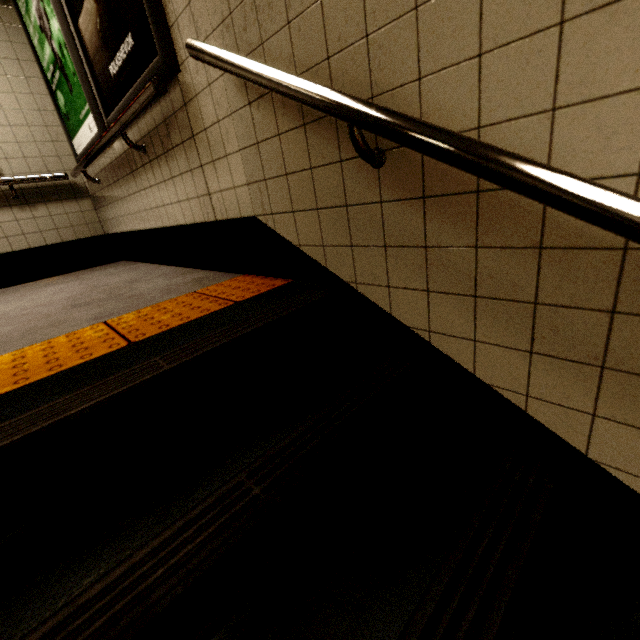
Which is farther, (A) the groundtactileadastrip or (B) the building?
(B) the building

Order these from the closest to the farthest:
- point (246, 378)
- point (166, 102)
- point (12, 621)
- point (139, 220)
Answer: point (12, 621) < point (246, 378) < point (166, 102) < point (139, 220)

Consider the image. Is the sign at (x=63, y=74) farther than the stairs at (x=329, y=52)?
Yes

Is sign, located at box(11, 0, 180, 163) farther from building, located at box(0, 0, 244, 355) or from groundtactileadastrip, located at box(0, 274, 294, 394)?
groundtactileadastrip, located at box(0, 274, 294, 394)

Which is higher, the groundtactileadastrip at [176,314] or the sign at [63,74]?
the sign at [63,74]

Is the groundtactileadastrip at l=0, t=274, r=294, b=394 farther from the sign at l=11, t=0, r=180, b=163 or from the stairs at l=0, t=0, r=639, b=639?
the sign at l=11, t=0, r=180, b=163

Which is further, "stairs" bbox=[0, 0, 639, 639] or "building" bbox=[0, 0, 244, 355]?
"building" bbox=[0, 0, 244, 355]

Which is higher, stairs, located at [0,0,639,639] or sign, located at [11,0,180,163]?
sign, located at [11,0,180,163]
